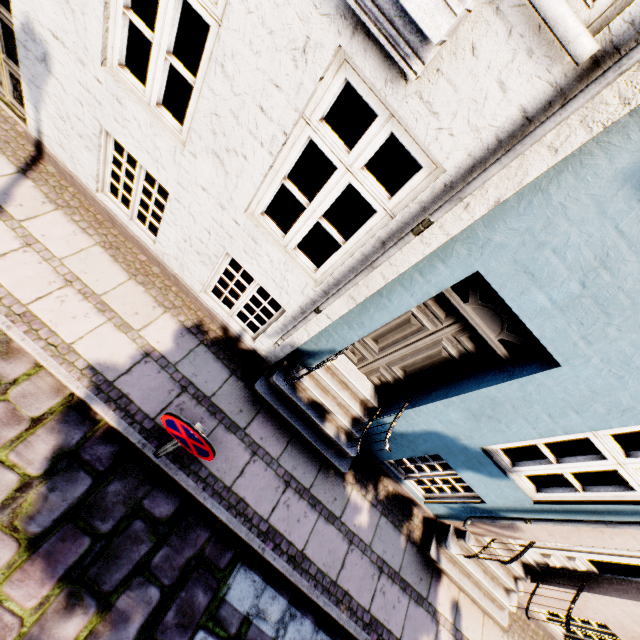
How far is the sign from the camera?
2.4 meters

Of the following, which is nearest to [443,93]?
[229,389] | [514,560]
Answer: [229,389]

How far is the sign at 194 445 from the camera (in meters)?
2.44
